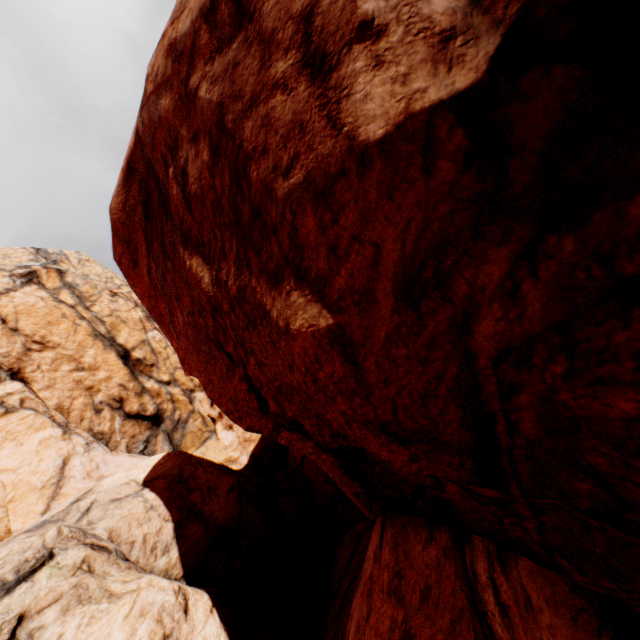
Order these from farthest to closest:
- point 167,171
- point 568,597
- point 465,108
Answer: point 167,171
point 568,597
point 465,108
